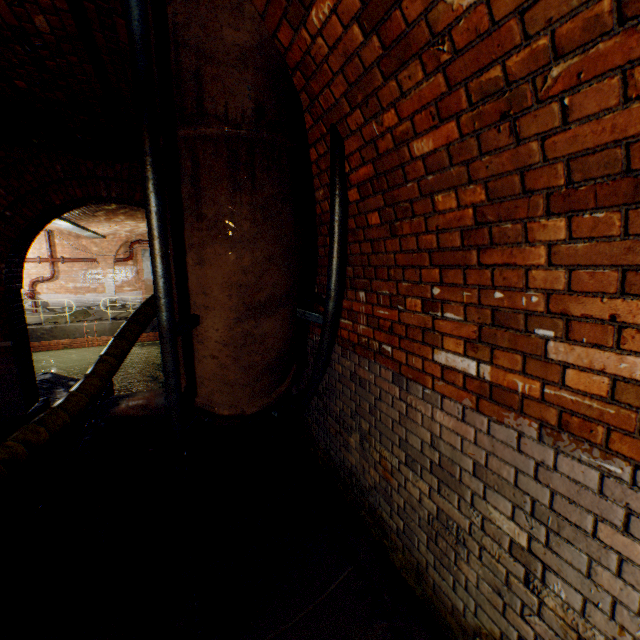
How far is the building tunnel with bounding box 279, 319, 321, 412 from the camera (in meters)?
3.58

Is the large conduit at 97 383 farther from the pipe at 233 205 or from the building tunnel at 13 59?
the pipe at 233 205

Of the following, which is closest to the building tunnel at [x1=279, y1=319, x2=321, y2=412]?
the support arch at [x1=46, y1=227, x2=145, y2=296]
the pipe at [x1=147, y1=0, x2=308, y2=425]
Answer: the pipe at [x1=147, y1=0, x2=308, y2=425]

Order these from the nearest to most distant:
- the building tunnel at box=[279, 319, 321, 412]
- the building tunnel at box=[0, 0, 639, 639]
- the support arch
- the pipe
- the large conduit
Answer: the building tunnel at box=[0, 0, 639, 639], the pipe, the building tunnel at box=[279, 319, 321, 412], the large conduit, the support arch

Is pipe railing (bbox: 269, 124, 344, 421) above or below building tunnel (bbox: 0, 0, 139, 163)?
below

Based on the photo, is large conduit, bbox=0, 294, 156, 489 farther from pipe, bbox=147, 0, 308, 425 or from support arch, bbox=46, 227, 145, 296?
support arch, bbox=46, 227, 145, 296

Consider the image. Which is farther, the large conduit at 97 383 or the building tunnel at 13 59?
the large conduit at 97 383

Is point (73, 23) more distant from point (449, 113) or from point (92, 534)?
point (92, 534)
